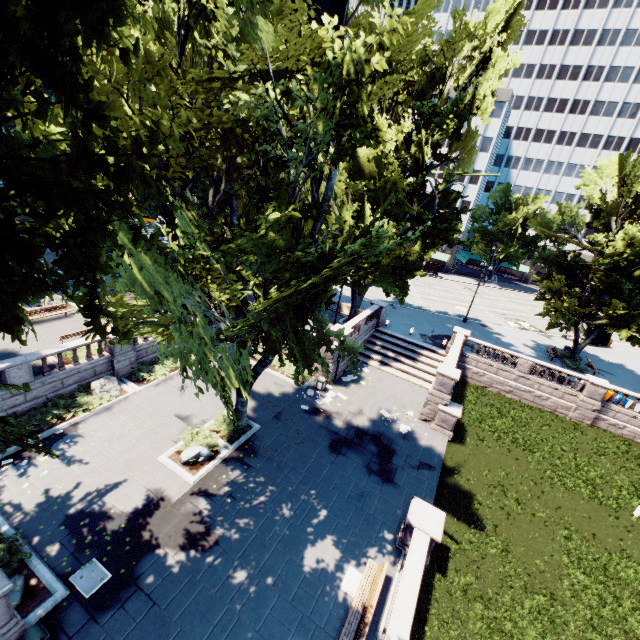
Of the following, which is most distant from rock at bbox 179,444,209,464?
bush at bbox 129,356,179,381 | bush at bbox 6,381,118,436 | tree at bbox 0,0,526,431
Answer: bush at bbox 129,356,179,381

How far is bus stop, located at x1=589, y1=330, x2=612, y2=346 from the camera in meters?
39.4

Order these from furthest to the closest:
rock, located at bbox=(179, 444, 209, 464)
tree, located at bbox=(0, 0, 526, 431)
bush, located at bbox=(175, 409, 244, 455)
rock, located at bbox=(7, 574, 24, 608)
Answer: bush, located at bbox=(175, 409, 244, 455), rock, located at bbox=(179, 444, 209, 464), rock, located at bbox=(7, 574, 24, 608), tree, located at bbox=(0, 0, 526, 431)

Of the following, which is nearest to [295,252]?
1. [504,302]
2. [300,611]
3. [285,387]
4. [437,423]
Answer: [300,611]

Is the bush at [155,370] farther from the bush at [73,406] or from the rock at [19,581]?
the rock at [19,581]

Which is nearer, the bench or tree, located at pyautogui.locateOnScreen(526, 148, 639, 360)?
the bench

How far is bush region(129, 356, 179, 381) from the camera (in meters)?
20.53

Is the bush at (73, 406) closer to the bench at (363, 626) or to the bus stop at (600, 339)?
the bench at (363, 626)
